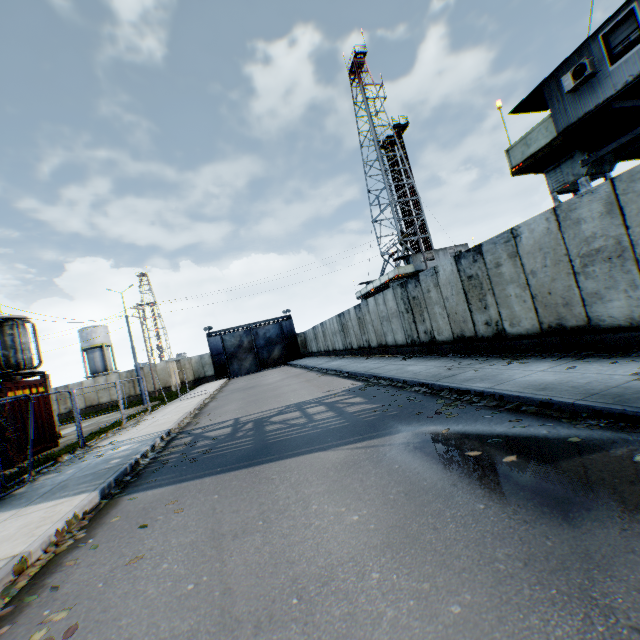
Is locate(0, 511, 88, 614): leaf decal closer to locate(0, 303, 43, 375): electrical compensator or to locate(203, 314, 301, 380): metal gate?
locate(0, 303, 43, 375): electrical compensator

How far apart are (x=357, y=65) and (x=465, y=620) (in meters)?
51.56

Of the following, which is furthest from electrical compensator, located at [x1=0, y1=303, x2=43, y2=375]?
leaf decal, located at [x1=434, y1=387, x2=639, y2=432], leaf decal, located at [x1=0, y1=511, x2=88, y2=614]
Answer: leaf decal, located at [x1=434, y1=387, x2=639, y2=432]

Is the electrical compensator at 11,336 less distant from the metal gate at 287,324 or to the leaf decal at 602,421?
the leaf decal at 602,421

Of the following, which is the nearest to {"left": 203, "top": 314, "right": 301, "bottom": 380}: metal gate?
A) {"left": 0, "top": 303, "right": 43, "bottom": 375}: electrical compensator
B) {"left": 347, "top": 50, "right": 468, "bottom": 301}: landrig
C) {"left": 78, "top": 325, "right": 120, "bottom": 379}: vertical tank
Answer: {"left": 347, "top": 50, "right": 468, "bottom": 301}: landrig

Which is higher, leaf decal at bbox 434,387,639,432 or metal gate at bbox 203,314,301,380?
metal gate at bbox 203,314,301,380

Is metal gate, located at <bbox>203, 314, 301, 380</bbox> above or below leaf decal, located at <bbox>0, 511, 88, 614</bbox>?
above

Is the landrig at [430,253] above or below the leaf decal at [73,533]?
above
